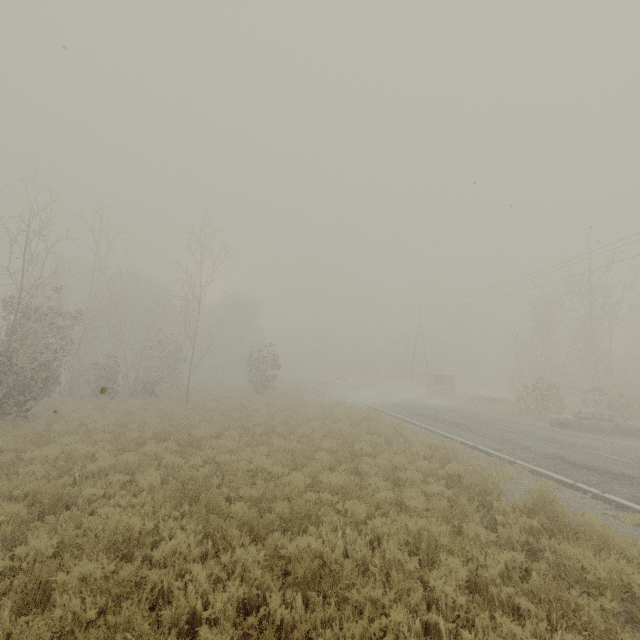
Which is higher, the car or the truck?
the truck

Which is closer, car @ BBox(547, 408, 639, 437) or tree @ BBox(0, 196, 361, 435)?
tree @ BBox(0, 196, 361, 435)

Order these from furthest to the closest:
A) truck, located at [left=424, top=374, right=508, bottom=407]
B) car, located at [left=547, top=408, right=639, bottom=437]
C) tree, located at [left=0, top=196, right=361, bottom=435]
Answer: truck, located at [left=424, top=374, right=508, bottom=407]
car, located at [left=547, top=408, right=639, bottom=437]
tree, located at [left=0, top=196, right=361, bottom=435]

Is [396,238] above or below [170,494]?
above

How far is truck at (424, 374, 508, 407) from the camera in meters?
28.3

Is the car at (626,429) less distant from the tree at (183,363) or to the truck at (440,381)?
the truck at (440,381)

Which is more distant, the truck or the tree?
the truck
